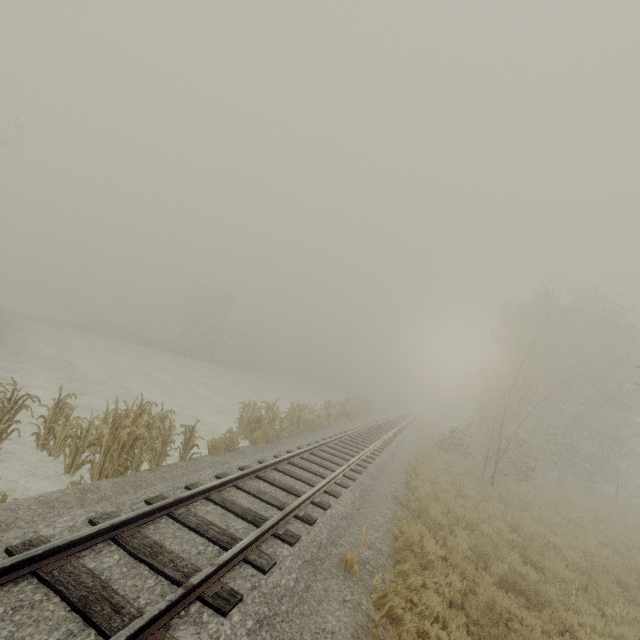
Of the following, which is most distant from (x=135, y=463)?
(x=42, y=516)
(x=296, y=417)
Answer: (x=296, y=417)

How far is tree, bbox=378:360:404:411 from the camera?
52.88m

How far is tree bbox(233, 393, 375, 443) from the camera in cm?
1328

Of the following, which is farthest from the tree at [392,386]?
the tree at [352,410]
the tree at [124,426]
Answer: the tree at [124,426]

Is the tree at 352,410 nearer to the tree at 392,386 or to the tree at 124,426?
the tree at 124,426

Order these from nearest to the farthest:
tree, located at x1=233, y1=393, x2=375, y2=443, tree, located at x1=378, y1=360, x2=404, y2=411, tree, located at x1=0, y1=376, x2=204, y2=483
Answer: tree, located at x1=0, y1=376, x2=204, y2=483
tree, located at x1=233, y1=393, x2=375, y2=443
tree, located at x1=378, y1=360, x2=404, y2=411

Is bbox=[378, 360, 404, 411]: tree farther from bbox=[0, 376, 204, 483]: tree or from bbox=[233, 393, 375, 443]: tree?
bbox=[0, 376, 204, 483]: tree
